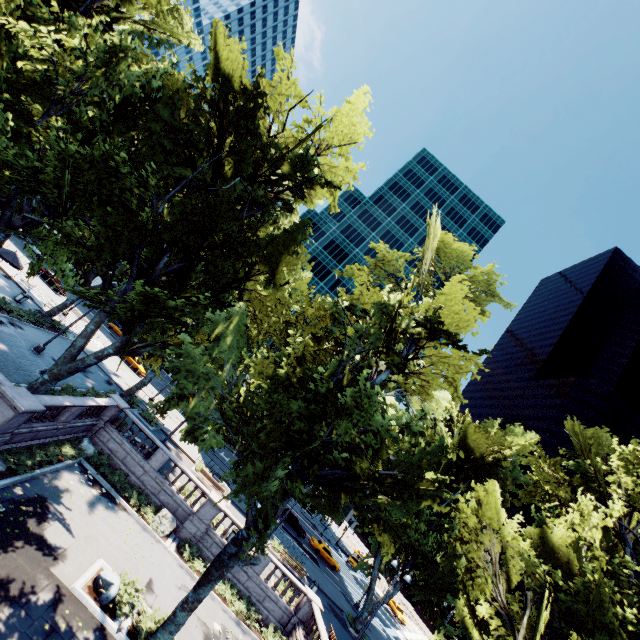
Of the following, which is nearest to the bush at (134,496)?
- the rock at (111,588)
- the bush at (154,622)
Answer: the bush at (154,622)

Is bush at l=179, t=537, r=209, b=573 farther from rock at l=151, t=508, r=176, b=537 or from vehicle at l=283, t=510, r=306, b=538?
vehicle at l=283, t=510, r=306, b=538

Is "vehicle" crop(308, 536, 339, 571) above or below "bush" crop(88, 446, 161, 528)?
above

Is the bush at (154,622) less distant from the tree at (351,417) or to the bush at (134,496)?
the tree at (351,417)

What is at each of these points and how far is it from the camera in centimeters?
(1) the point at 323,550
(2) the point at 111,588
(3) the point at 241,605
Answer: (1) vehicle, 4225cm
(2) rock, 1304cm
(3) bush, 2011cm

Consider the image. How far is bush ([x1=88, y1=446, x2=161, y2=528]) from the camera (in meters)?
19.92

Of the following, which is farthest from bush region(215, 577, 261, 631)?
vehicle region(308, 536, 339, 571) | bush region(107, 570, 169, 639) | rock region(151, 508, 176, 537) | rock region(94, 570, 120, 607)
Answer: vehicle region(308, 536, 339, 571)

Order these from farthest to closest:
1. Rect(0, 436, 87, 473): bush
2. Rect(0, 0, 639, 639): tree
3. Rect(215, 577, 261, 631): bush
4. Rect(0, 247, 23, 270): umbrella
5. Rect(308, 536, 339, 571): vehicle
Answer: Rect(308, 536, 339, 571): vehicle, Rect(0, 247, 23, 270): umbrella, Rect(215, 577, 261, 631): bush, Rect(0, 436, 87, 473): bush, Rect(0, 0, 639, 639): tree
